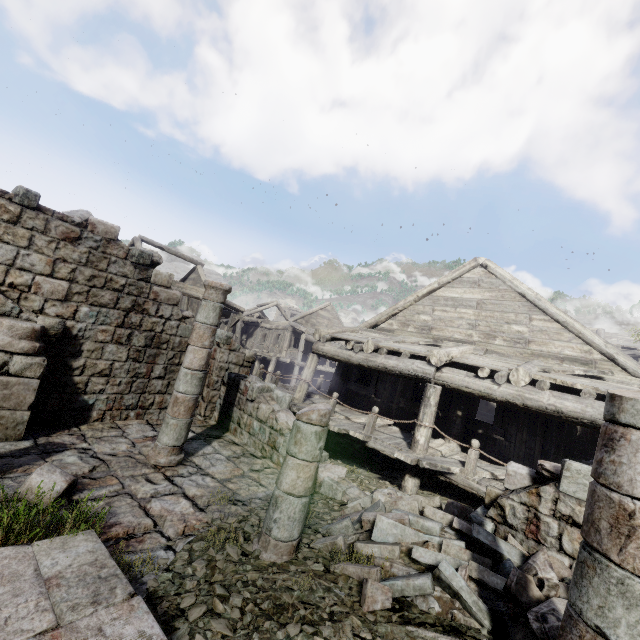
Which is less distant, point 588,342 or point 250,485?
point 250,485

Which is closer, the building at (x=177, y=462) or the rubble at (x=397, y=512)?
the building at (x=177, y=462)

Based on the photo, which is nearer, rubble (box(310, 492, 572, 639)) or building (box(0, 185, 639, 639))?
building (box(0, 185, 639, 639))
